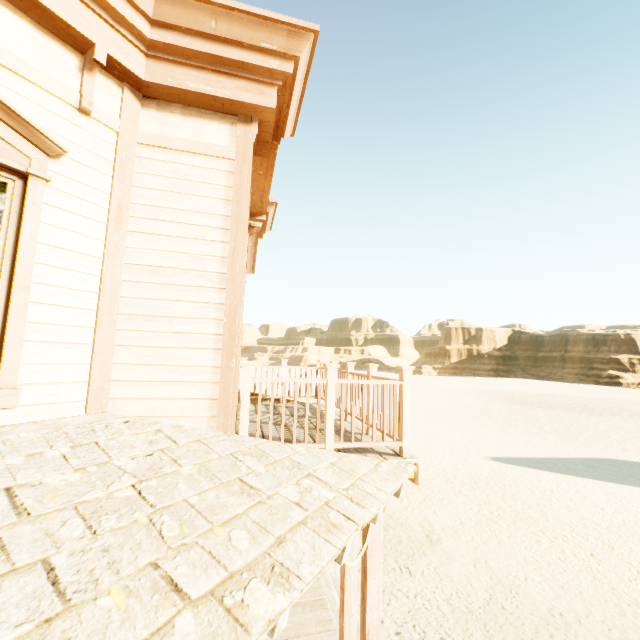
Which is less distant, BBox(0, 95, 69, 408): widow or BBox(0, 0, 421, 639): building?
BBox(0, 0, 421, 639): building

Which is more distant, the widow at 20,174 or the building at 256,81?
the widow at 20,174

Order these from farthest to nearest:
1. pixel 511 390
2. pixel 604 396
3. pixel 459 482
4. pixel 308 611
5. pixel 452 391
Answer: pixel 511 390, pixel 604 396, pixel 452 391, pixel 459 482, pixel 308 611
